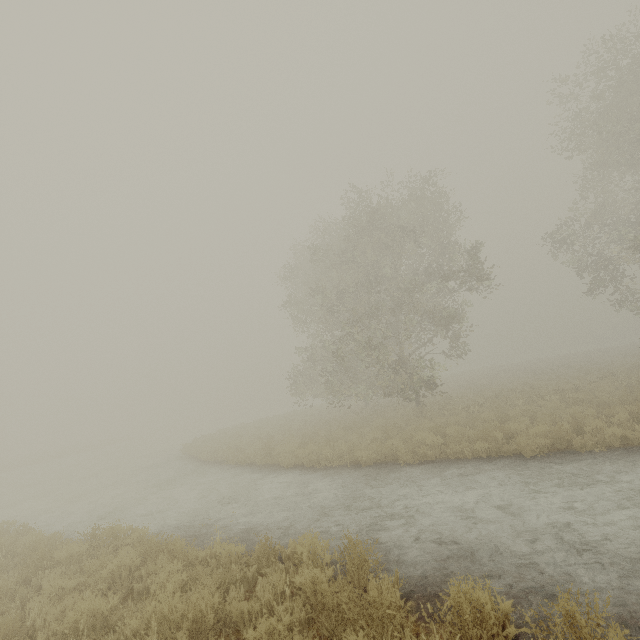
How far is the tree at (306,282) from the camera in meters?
16.7

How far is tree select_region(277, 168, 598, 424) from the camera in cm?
1669

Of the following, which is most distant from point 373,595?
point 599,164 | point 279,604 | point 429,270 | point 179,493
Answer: point 599,164
